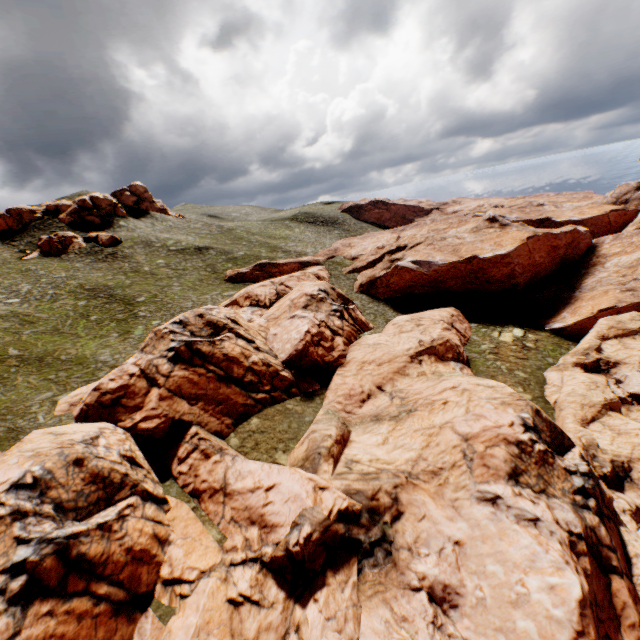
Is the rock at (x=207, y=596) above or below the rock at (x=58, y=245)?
below

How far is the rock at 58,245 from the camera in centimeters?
5556cm

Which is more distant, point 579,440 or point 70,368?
point 70,368

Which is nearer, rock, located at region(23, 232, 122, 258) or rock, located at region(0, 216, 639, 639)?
rock, located at region(0, 216, 639, 639)

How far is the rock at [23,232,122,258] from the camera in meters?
55.6

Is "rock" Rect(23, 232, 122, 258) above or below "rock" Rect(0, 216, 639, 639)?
above
